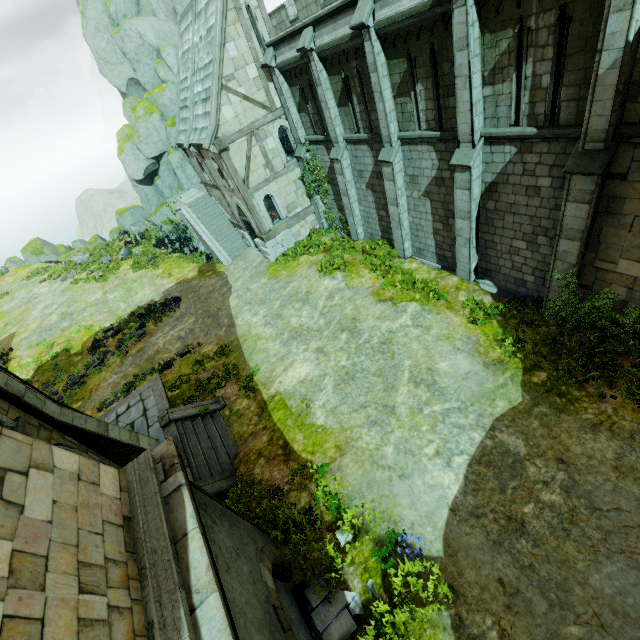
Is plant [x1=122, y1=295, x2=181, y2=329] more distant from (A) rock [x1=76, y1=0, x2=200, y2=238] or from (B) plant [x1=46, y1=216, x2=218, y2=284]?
(A) rock [x1=76, y1=0, x2=200, y2=238]

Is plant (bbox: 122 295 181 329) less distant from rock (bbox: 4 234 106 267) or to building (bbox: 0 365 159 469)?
building (bbox: 0 365 159 469)

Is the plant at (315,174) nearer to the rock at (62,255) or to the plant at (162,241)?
the rock at (62,255)

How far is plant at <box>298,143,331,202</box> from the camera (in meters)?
18.52

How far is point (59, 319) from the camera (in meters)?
24.62

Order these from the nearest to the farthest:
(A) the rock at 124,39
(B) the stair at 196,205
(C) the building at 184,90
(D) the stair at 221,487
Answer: (D) the stair at 221,487, (C) the building at 184,90, (B) the stair at 196,205, (A) the rock at 124,39

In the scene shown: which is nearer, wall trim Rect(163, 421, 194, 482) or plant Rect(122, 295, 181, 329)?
wall trim Rect(163, 421, 194, 482)

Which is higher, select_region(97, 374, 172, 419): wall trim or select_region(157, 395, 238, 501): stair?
select_region(97, 374, 172, 419): wall trim
